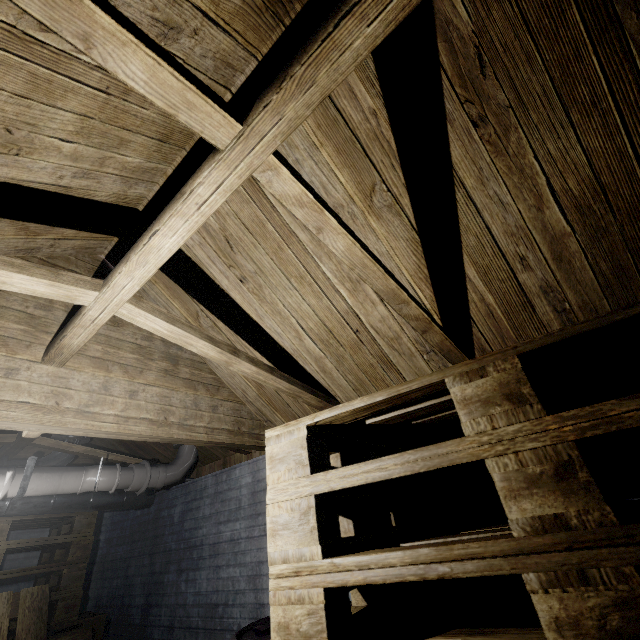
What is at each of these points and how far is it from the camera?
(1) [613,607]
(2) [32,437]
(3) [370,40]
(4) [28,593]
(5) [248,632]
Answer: (1) pallet, 0.55m
(2) beam, 2.51m
(3) beam, 0.72m
(4) pallet, 2.49m
(5) barrel, 1.61m

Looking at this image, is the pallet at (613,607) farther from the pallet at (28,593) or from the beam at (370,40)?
the pallet at (28,593)

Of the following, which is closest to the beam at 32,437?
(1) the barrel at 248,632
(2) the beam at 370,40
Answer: (2) the beam at 370,40

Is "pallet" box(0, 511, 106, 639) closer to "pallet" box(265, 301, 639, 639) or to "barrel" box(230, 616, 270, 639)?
"barrel" box(230, 616, 270, 639)

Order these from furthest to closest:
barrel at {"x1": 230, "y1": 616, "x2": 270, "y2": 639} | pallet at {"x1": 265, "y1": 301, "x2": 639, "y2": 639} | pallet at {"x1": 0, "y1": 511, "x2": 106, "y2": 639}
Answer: pallet at {"x1": 0, "y1": 511, "x2": 106, "y2": 639}
barrel at {"x1": 230, "y1": 616, "x2": 270, "y2": 639}
pallet at {"x1": 265, "y1": 301, "x2": 639, "y2": 639}

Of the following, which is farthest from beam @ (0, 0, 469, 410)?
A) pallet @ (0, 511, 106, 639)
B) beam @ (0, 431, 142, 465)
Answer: pallet @ (0, 511, 106, 639)

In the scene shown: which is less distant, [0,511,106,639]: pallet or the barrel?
the barrel

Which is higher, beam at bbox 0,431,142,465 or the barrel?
beam at bbox 0,431,142,465
